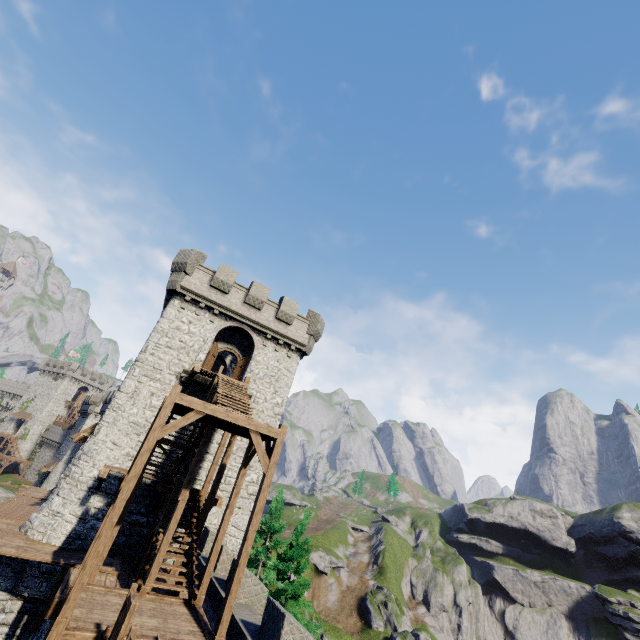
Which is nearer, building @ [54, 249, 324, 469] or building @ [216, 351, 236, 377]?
building @ [54, 249, 324, 469]

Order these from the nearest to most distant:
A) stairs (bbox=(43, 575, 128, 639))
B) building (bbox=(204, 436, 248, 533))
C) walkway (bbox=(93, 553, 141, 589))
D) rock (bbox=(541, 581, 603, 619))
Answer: stairs (bbox=(43, 575, 128, 639))
walkway (bbox=(93, 553, 141, 589))
building (bbox=(204, 436, 248, 533))
rock (bbox=(541, 581, 603, 619))

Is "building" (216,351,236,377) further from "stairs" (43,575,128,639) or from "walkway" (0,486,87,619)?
"stairs" (43,575,128,639)

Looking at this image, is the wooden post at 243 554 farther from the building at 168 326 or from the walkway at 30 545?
the building at 168 326

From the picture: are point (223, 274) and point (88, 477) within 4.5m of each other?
no

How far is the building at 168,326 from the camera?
18.9 meters

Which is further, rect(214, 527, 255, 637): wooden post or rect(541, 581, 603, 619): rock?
rect(541, 581, 603, 619): rock

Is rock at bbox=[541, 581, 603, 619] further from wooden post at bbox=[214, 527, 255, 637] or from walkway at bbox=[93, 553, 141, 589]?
wooden post at bbox=[214, 527, 255, 637]
